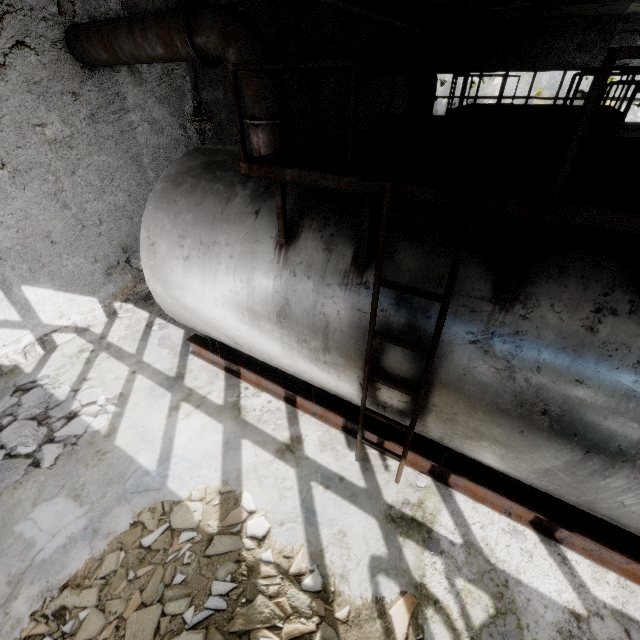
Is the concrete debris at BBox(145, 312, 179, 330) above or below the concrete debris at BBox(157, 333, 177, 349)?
above

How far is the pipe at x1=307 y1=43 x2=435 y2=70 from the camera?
9.4 meters

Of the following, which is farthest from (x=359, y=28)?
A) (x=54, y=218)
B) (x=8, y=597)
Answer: (x=8, y=597)

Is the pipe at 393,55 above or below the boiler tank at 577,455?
above

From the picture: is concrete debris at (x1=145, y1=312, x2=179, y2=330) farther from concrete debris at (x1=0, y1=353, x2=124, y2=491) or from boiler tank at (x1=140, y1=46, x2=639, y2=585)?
concrete debris at (x1=0, y1=353, x2=124, y2=491)

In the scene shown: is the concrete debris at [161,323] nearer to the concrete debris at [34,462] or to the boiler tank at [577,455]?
the boiler tank at [577,455]

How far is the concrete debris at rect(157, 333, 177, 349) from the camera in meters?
7.0
